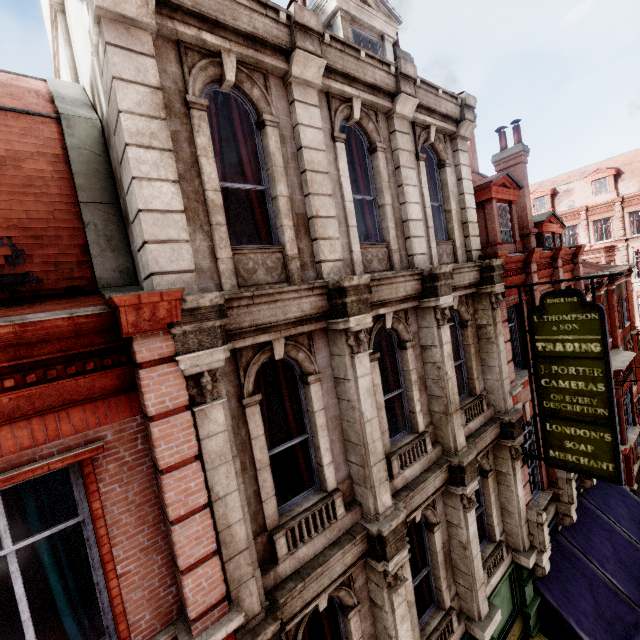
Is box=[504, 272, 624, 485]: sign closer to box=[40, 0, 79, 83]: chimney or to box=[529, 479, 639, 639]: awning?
box=[529, 479, 639, 639]: awning

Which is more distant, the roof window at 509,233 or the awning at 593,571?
the roof window at 509,233

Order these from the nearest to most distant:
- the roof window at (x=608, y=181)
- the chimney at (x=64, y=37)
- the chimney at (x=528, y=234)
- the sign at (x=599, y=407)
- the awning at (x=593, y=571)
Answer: the chimney at (x=64, y=37), the sign at (x=599, y=407), the awning at (x=593, y=571), the chimney at (x=528, y=234), the roof window at (x=608, y=181)

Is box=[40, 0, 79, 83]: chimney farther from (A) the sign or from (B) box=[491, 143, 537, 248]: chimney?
(B) box=[491, 143, 537, 248]: chimney

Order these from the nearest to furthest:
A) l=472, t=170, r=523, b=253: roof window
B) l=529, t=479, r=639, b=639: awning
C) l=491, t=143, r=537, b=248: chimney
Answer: l=529, t=479, r=639, b=639: awning
l=472, t=170, r=523, b=253: roof window
l=491, t=143, r=537, b=248: chimney

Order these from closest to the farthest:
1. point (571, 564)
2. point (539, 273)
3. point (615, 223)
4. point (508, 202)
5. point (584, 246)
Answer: point (571, 564) < point (539, 273) < point (508, 202) < point (584, 246) < point (615, 223)

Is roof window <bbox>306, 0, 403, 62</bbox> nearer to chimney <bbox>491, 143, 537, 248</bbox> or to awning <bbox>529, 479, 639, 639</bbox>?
A: chimney <bbox>491, 143, 537, 248</bbox>

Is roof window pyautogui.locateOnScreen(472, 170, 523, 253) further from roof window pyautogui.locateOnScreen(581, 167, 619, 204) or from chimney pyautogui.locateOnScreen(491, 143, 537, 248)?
roof window pyautogui.locateOnScreen(581, 167, 619, 204)
